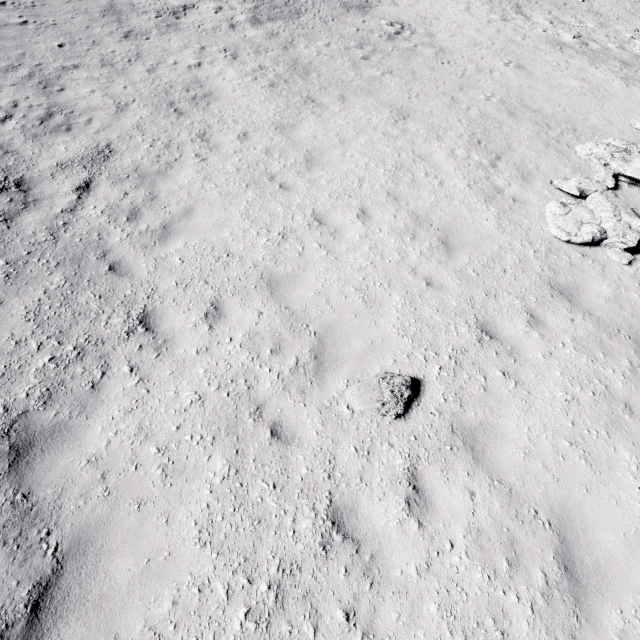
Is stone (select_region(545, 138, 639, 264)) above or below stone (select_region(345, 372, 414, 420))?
above

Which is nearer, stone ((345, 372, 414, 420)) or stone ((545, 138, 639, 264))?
stone ((345, 372, 414, 420))

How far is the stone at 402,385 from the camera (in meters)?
4.81

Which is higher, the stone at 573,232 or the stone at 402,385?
the stone at 573,232

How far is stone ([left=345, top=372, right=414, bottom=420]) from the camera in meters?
4.8 m

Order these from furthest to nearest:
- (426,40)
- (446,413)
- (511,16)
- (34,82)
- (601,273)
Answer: (511,16) → (426,40) → (34,82) → (601,273) → (446,413)
